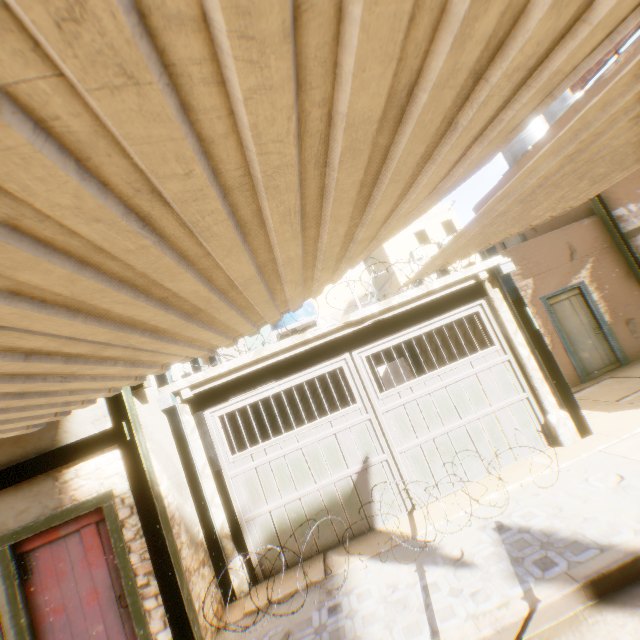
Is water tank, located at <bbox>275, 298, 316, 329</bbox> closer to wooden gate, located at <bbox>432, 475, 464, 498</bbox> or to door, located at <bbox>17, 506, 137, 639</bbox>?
wooden gate, located at <bbox>432, 475, 464, 498</bbox>

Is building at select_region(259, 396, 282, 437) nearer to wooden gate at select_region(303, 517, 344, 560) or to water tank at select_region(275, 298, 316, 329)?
wooden gate at select_region(303, 517, 344, 560)

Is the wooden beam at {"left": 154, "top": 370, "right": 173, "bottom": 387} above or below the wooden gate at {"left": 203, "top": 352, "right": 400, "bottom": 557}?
above

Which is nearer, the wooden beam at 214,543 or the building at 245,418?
the wooden beam at 214,543

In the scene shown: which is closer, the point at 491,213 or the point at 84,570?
the point at 491,213

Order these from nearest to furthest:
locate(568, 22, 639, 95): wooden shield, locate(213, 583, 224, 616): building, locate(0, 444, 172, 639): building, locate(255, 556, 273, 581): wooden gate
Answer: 1. locate(0, 444, 172, 639): building
2. locate(213, 583, 224, 616): building
3. locate(255, 556, 273, 581): wooden gate
4. locate(568, 22, 639, 95): wooden shield

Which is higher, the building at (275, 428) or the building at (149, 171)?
the building at (149, 171)

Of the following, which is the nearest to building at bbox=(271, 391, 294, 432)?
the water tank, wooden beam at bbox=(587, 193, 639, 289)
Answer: wooden beam at bbox=(587, 193, 639, 289)
